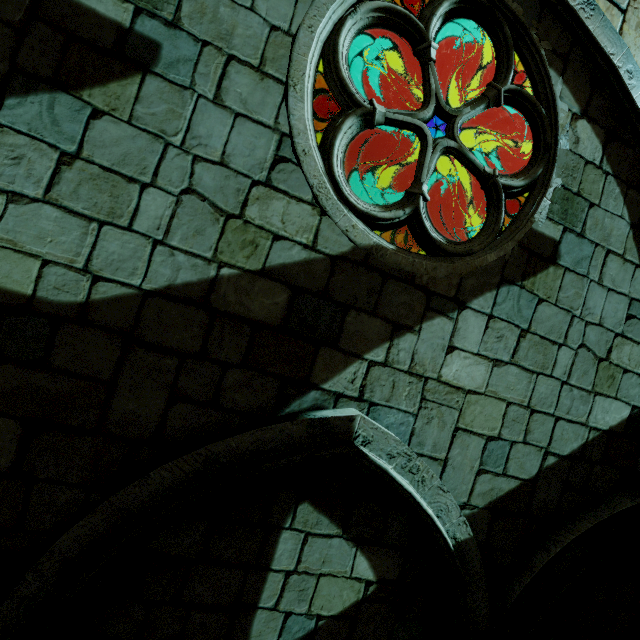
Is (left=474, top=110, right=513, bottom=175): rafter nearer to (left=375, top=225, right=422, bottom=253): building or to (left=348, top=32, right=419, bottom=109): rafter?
(left=375, top=225, right=422, bottom=253): building

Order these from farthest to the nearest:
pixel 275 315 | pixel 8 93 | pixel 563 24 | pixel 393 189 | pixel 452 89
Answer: pixel 393 189, pixel 452 89, pixel 563 24, pixel 275 315, pixel 8 93

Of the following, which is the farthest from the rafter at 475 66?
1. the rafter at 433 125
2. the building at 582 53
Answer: the rafter at 433 125

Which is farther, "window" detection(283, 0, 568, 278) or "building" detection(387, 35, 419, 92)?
"building" detection(387, 35, 419, 92)

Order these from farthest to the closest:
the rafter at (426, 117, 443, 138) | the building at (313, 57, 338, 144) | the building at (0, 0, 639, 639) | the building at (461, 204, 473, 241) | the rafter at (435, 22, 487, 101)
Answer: the building at (461, 204, 473, 241) → the rafter at (426, 117, 443, 138) → the building at (313, 57, 338, 144) → the rafter at (435, 22, 487, 101) → the building at (0, 0, 639, 639)

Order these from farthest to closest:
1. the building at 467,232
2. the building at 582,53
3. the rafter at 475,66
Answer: the building at 467,232, the rafter at 475,66, the building at 582,53

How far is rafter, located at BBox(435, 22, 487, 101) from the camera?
7.5 meters

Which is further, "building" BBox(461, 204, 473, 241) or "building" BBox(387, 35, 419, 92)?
"building" BBox(461, 204, 473, 241)
